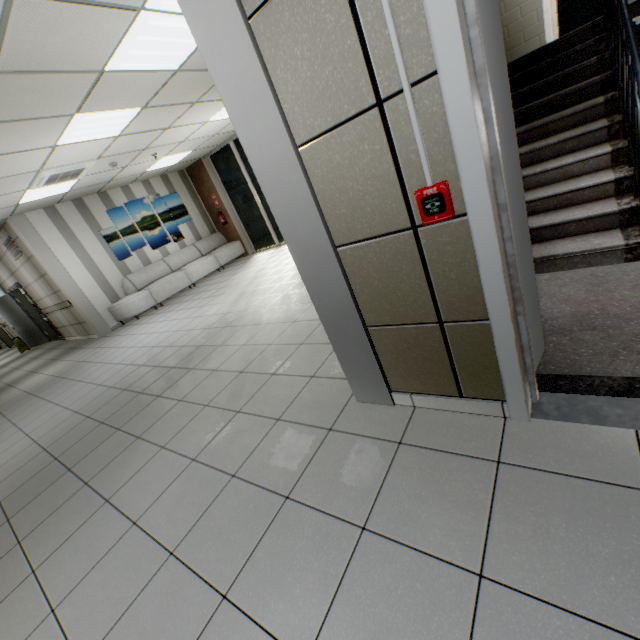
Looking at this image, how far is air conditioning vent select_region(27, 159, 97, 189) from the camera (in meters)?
5.51

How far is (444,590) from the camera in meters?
1.2

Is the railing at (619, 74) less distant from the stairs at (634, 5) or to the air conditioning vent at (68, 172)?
the stairs at (634, 5)

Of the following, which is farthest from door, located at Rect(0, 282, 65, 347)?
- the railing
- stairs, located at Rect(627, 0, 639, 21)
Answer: the railing

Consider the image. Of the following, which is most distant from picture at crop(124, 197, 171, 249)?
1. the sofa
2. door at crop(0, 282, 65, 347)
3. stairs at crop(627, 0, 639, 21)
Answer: stairs at crop(627, 0, 639, 21)

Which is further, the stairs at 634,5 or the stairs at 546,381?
the stairs at 634,5

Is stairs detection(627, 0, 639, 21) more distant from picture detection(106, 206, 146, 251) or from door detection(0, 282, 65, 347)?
door detection(0, 282, 65, 347)

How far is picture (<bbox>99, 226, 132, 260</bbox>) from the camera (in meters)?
8.70
